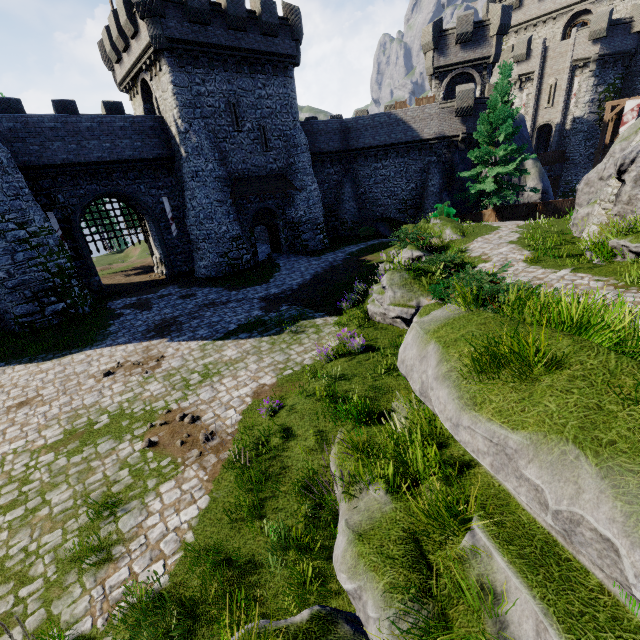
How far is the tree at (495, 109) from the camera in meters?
21.9

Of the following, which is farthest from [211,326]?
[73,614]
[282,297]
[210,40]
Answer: [210,40]

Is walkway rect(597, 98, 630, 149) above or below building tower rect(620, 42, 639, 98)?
below

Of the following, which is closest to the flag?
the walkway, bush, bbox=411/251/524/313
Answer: the walkway

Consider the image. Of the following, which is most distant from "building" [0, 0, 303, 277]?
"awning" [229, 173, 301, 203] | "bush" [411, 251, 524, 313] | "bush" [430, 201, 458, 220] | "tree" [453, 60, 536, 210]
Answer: "bush" [411, 251, 524, 313]

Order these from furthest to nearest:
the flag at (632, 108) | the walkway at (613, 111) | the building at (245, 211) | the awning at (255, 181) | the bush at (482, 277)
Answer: the walkway at (613, 111) < the flag at (632, 108) < the building at (245, 211) < the awning at (255, 181) < the bush at (482, 277)

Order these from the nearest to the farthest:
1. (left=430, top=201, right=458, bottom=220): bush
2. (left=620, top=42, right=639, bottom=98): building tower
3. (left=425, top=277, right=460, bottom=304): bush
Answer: (left=425, top=277, right=460, bottom=304): bush < (left=430, top=201, right=458, bottom=220): bush < (left=620, top=42, right=639, bottom=98): building tower

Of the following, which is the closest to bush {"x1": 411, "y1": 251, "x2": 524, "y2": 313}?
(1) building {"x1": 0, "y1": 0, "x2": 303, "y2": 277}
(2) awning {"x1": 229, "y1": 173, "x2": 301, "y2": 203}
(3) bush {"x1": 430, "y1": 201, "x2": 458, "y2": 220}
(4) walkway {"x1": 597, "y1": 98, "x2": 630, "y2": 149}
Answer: (3) bush {"x1": 430, "y1": 201, "x2": 458, "y2": 220}
